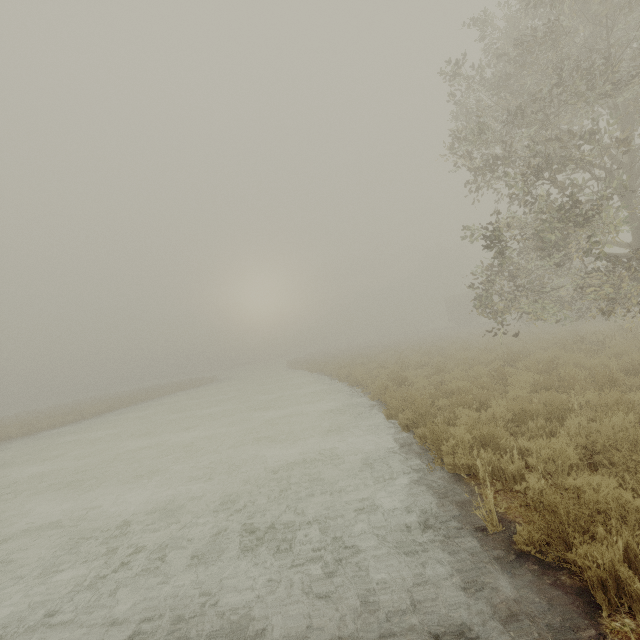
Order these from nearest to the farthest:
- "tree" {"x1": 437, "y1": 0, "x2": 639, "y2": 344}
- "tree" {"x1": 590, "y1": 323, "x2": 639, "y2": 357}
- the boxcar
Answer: "tree" {"x1": 437, "y1": 0, "x2": 639, "y2": 344} < "tree" {"x1": 590, "y1": 323, "x2": 639, "y2": 357} < the boxcar

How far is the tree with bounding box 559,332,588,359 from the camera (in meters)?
10.20

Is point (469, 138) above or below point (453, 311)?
above

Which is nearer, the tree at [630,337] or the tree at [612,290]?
the tree at [612,290]

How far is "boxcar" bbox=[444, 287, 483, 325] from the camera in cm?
4322

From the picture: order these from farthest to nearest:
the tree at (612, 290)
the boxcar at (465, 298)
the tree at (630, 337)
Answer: the boxcar at (465, 298) < the tree at (630, 337) < the tree at (612, 290)

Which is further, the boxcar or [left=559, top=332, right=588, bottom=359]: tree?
the boxcar
